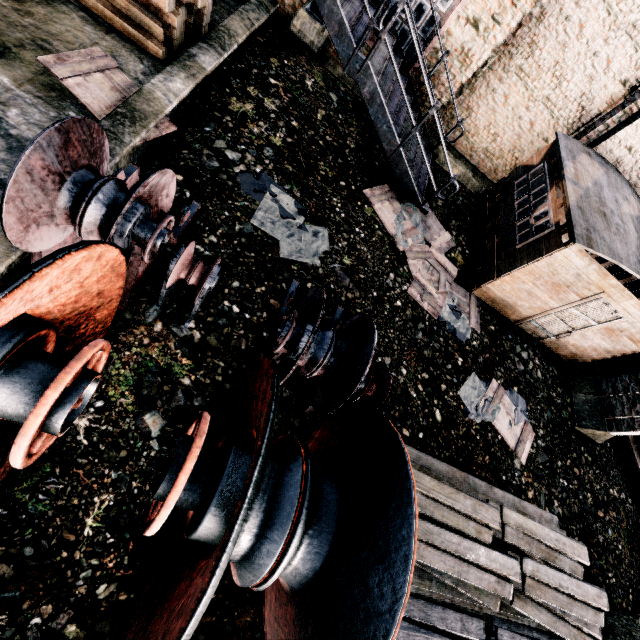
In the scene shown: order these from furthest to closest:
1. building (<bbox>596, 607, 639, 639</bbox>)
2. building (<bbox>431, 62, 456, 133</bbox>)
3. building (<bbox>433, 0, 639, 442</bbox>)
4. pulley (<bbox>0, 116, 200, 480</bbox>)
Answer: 1. building (<bbox>431, 62, 456, 133</bbox>)
2. building (<bbox>433, 0, 639, 442</bbox>)
3. building (<bbox>596, 607, 639, 639</bbox>)
4. pulley (<bbox>0, 116, 200, 480</bbox>)

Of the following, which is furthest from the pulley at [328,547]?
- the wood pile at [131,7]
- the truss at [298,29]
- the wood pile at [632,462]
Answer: the wood pile at [632,462]

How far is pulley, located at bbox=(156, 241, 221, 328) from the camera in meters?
4.3 m

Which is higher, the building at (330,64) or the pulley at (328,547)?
the pulley at (328,547)

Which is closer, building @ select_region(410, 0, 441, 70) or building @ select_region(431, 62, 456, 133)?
building @ select_region(410, 0, 441, 70)

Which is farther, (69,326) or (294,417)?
(294,417)

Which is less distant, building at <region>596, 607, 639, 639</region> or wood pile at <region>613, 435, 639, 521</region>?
building at <region>596, 607, 639, 639</region>

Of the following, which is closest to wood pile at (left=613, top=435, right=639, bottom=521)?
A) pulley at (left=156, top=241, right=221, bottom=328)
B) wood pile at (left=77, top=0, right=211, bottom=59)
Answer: pulley at (left=156, top=241, right=221, bottom=328)
